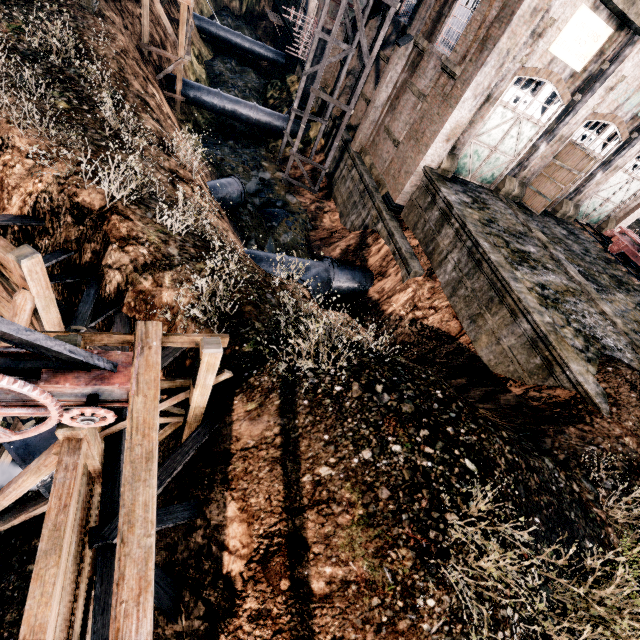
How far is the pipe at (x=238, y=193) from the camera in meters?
17.8

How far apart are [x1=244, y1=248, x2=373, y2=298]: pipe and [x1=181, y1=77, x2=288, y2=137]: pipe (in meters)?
16.57

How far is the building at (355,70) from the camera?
23.4m

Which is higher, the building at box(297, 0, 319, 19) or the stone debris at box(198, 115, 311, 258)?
the building at box(297, 0, 319, 19)

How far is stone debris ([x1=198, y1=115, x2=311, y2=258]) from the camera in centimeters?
2031cm

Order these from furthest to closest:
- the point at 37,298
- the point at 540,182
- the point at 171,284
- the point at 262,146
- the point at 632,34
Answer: the point at 262,146 → the point at 540,182 → the point at 632,34 → the point at 171,284 → the point at 37,298

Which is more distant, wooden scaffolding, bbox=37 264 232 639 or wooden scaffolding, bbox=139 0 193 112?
wooden scaffolding, bbox=139 0 193 112

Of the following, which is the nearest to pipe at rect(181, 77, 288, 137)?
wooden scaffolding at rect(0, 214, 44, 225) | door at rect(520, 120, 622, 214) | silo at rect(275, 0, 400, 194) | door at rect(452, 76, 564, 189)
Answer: silo at rect(275, 0, 400, 194)
